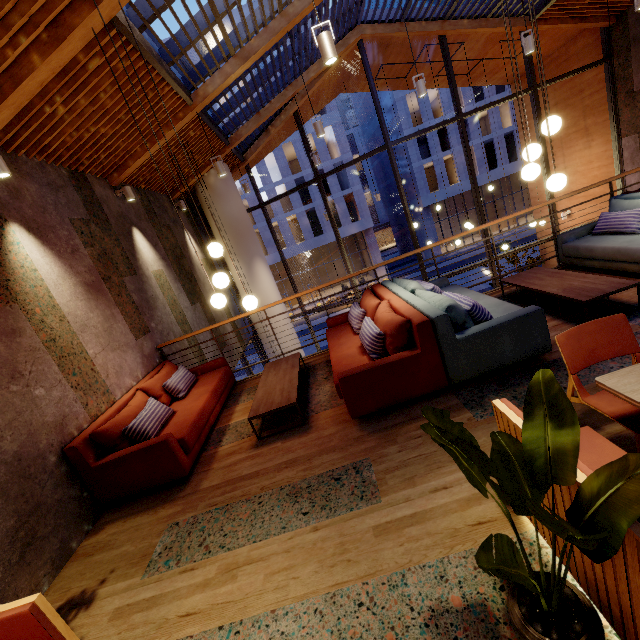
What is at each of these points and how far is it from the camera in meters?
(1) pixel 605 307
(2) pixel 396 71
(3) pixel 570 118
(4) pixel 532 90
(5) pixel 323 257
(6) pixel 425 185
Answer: (1) building, 3.8 m
(2) building, 10.3 m
(3) building, 9.9 m
(4) window frame, 8.4 m
(5) building, 40.7 m
(6) building, 31.4 m

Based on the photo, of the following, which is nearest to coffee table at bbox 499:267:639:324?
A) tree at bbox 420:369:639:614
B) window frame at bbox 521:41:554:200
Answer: tree at bbox 420:369:639:614

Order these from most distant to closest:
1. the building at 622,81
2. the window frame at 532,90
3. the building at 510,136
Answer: the building at 510,136 → the window frame at 532,90 → the building at 622,81

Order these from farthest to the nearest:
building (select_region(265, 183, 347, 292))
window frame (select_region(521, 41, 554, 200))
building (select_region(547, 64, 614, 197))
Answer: building (select_region(265, 183, 347, 292)) → building (select_region(547, 64, 614, 197)) → window frame (select_region(521, 41, 554, 200))

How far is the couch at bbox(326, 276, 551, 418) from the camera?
3.1m

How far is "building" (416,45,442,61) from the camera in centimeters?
906cm

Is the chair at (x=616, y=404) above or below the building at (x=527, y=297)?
above
